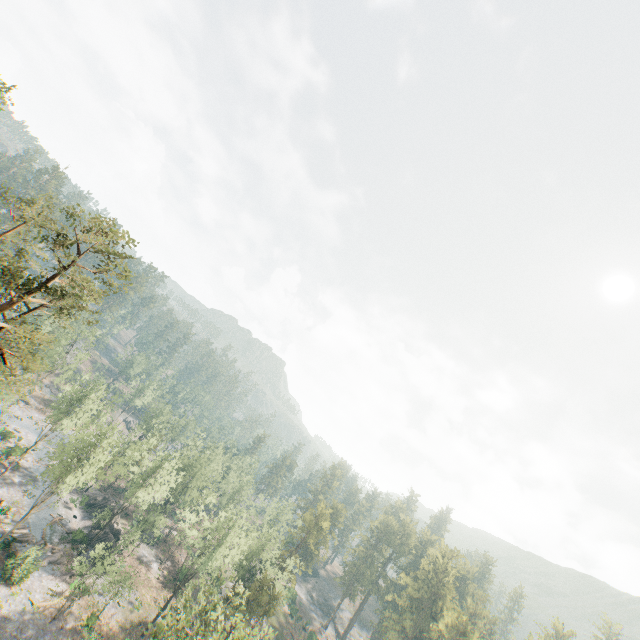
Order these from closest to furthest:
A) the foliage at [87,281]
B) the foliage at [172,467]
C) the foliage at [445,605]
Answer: the foliage at [87,281] → the foliage at [172,467] → the foliage at [445,605]

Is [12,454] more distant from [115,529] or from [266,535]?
[266,535]

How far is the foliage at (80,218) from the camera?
24.2 meters

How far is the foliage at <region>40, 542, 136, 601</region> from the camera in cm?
3922

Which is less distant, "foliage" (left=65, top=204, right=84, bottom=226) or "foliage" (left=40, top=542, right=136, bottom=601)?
"foliage" (left=65, top=204, right=84, bottom=226)

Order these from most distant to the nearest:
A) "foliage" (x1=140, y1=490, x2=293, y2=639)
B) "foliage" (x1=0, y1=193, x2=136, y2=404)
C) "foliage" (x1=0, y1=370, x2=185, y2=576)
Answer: "foliage" (x1=0, y1=370, x2=185, y2=576), "foliage" (x1=140, y1=490, x2=293, y2=639), "foliage" (x1=0, y1=193, x2=136, y2=404)

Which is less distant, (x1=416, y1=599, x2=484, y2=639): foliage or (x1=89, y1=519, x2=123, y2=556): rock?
(x1=416, y1=599, x2=484, y2=639): foliage
